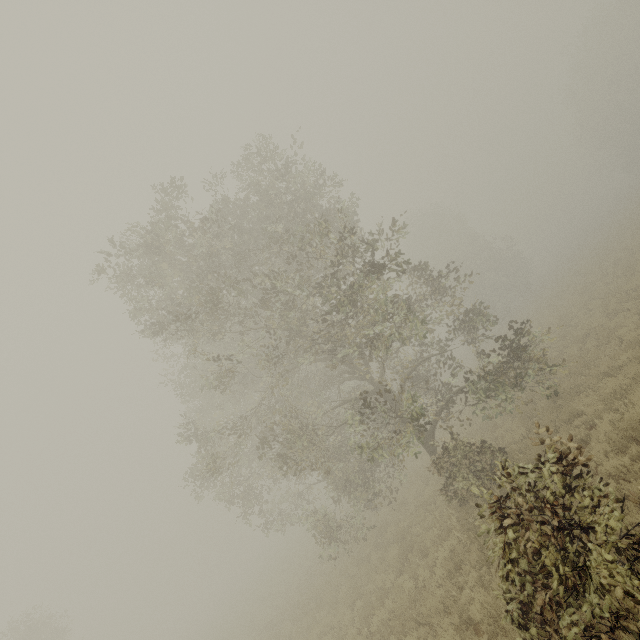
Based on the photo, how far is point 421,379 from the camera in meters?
17.7
